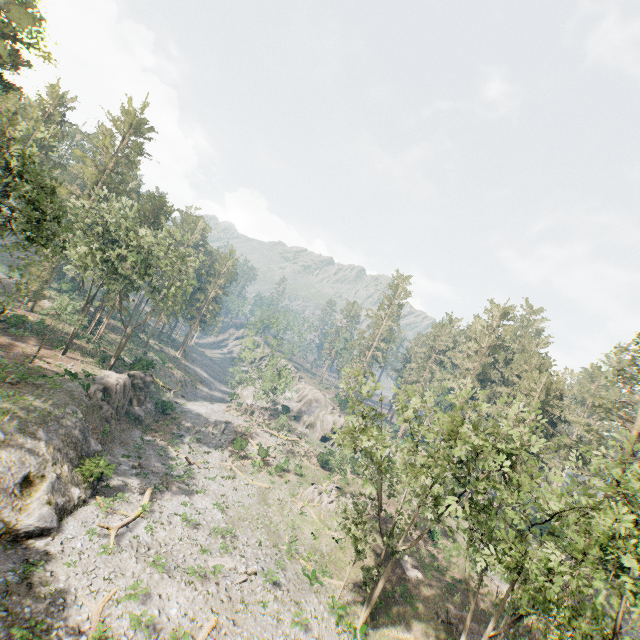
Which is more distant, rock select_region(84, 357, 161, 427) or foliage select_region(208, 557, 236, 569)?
rock select_region(84, 357, 161, 427)

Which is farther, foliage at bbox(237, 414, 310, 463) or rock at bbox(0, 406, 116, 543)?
foliage at bbox(237, 414, 310, 463)

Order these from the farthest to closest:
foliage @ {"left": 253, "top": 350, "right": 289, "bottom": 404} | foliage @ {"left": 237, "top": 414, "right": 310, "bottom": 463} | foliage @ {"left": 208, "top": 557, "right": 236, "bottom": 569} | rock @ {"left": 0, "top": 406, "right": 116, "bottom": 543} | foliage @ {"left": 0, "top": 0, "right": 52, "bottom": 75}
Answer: foliage @ {"left": 253, "top": 350, "right": 289, "bottom": 404}, foliage @ {"left": 237, "top": 414, "right": 310, "bottom": 463}, foliage @ {"left": 0, "top": 0, "right": 52, "bottom": 75}, foliage @ {"left": 208, "top": 557, "right": 236, "bottom": 569}, rock @ {"left": 0, "top": 406, "right": 116, "bottom": 543}

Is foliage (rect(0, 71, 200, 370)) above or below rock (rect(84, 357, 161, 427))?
above

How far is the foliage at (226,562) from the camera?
23.64m

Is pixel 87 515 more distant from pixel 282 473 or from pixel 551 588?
pixel 551 588

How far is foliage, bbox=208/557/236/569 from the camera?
23.64m

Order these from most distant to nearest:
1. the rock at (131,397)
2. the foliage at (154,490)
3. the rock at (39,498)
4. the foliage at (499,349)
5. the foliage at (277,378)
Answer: the foliage at (277,378) → the rock at (131,397) → the foliage at (154,490) → the rock at (39,498) → the foliage at (499,349)
